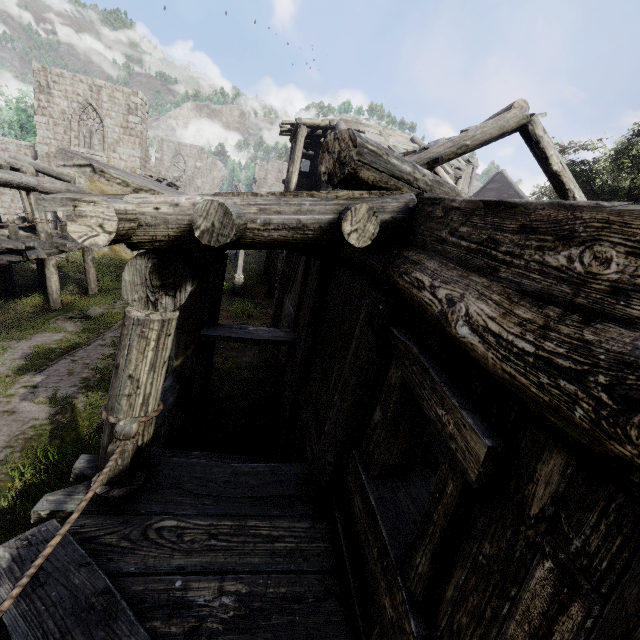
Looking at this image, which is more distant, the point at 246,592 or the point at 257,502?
the point at 257,502

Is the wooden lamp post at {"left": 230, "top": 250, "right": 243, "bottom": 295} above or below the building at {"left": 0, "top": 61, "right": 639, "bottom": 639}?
below

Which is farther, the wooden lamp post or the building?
the wooden lamp post

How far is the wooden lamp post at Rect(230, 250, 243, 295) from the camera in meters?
20.0 m

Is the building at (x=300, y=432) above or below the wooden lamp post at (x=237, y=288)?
above

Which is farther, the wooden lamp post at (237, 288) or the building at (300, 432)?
the wooden lamp post at (237, 288)
